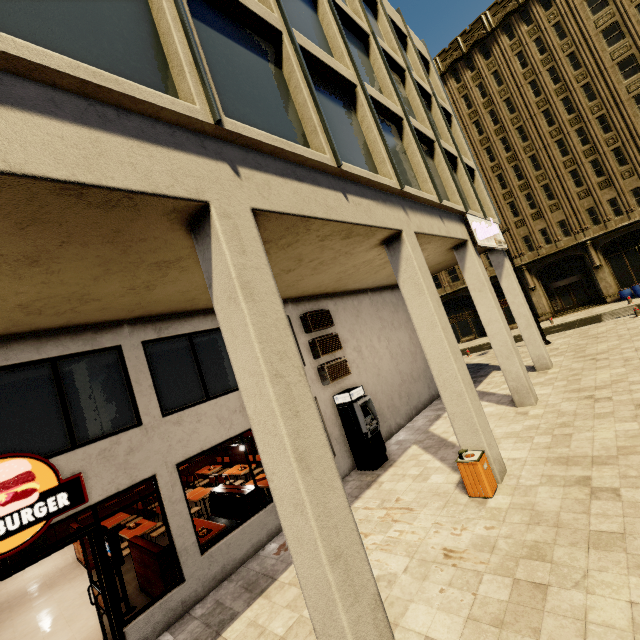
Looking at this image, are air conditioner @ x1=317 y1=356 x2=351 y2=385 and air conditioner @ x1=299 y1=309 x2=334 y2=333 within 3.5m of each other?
yes

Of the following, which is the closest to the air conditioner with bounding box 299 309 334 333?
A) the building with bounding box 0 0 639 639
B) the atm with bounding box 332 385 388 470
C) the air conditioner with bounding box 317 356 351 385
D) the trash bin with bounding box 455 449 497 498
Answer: the building with bounding box 0 0 639 639

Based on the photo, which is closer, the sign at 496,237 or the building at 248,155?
the building at 248,155

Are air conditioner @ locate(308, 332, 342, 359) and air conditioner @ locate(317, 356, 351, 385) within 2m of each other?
yes

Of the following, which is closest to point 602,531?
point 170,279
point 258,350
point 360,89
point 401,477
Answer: point 401,477

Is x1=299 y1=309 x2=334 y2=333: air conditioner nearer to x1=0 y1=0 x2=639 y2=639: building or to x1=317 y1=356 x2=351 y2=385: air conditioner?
x1=0 y1=0 x2=639 y2=639: building

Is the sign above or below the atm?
above

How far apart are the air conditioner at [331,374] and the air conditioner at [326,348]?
0.2m
